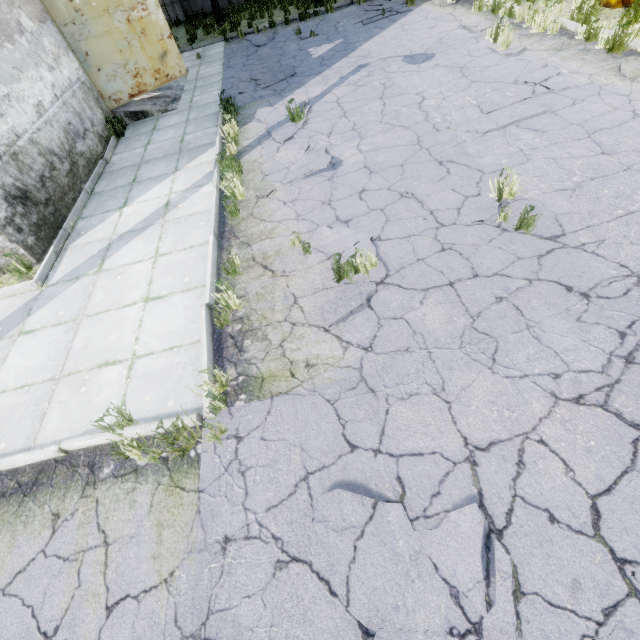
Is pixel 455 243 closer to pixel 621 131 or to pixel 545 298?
pixel 545 298

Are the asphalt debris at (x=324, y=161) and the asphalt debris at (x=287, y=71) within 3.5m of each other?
no

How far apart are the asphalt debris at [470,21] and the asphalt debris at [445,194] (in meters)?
8.16

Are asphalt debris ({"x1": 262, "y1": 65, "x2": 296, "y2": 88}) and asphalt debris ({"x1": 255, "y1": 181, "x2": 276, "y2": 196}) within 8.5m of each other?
yes

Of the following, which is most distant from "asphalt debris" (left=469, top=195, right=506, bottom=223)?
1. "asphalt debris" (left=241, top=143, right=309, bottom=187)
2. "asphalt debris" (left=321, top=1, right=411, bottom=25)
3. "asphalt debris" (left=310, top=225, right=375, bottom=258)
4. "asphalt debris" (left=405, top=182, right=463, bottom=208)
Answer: "asphalt debris" (left=321, top=1, right=411, bottom=25)

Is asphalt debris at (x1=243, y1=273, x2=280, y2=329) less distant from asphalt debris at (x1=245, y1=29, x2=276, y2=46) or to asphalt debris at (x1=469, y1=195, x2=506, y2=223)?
asphalt debris at (x1=469, y1=195, x2=506, y2=223)

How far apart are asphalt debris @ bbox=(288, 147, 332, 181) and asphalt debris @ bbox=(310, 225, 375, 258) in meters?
1.5

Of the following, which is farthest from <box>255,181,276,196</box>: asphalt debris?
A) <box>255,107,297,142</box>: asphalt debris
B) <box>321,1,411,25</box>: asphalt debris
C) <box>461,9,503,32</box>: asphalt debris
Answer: <box>321,1,411,25</box>: asphalt debris
